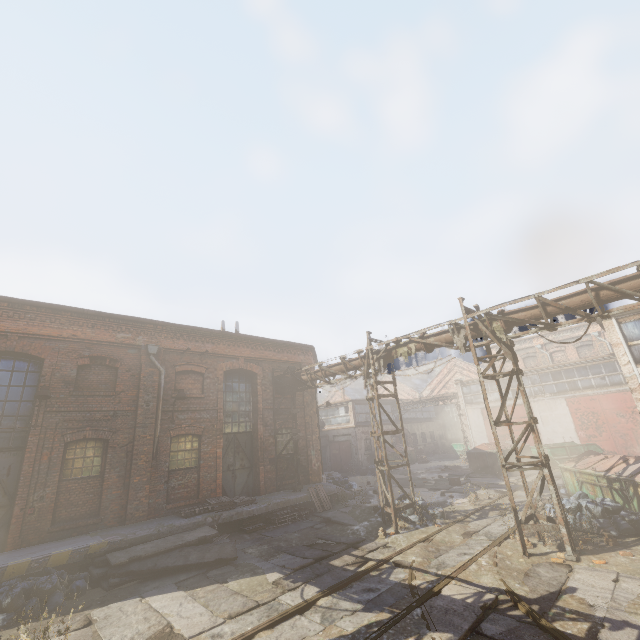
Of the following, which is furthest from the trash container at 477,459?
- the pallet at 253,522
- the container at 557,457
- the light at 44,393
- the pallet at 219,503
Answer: the light at 44,393

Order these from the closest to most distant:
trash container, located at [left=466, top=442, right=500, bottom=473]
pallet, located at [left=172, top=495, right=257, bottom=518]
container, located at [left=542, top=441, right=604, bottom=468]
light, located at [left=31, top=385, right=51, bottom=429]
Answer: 1. light, located at [left=31, top=385, right=51, bottom=429]
2. pallet, located at [left=172, top=495, right=257, bottom=518]
3. container, located at [left=542, top=441, right=604, bottom=468]
4. trash container, located at [left=466, top=442, right=500, bottom=473]

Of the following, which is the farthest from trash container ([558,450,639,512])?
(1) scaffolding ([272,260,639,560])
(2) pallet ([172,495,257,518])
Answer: (2) pallet ([172,495,257,518])

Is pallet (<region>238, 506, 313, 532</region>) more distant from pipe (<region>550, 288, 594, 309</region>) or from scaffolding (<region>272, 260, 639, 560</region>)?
pipe (<region>550, 288, 594, 309</region>)

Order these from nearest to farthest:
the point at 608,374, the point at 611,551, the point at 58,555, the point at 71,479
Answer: the point at 611,551
the point at 58,555
the point at 71,479
the point at 608,374

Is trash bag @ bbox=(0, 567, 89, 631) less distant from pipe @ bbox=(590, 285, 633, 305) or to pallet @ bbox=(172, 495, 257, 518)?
pipe @ bbox=(590, 285, 633, 305)

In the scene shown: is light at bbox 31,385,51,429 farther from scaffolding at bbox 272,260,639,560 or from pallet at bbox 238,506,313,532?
scaffolding at bbox 272,260,639,560

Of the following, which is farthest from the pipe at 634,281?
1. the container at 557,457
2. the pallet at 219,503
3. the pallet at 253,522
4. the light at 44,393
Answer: the container at 557,457
